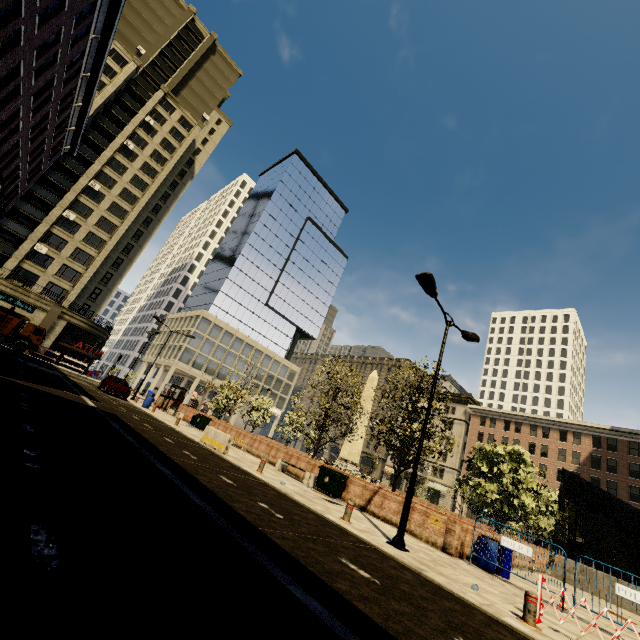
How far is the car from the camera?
25.4m

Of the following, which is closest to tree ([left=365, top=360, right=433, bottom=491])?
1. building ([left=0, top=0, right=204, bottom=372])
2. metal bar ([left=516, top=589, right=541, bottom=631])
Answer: building ([left=0, top=0, right=204, bottom=372])

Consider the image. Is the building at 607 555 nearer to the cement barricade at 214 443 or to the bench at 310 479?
the cement barricade at 214 443

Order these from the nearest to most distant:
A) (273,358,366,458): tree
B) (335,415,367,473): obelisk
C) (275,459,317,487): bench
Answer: (275,459,317,487): bench → (273,358,366,458): tree → (335,415,367,473): obelisk

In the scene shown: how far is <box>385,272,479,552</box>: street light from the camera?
9.2 meters

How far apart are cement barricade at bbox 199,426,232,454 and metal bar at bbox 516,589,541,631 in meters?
12.2 m

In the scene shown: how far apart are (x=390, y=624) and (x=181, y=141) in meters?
Answer: 68.5

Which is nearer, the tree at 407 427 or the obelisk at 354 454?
the tree at 407 427
